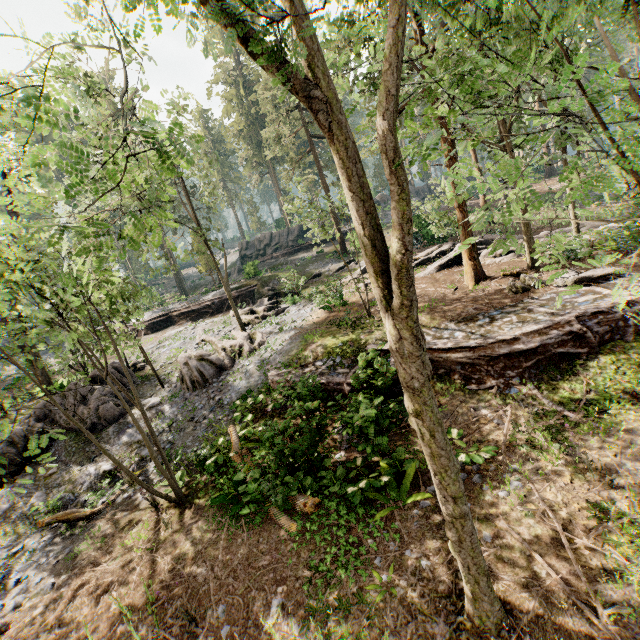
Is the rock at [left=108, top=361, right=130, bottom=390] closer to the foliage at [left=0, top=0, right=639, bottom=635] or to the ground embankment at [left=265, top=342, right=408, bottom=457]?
the foliage at [left=0, top=0, right=639, bottom=635]

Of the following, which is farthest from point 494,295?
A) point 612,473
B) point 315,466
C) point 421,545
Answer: point 421,545

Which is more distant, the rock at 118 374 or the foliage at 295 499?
the rock at 118 374

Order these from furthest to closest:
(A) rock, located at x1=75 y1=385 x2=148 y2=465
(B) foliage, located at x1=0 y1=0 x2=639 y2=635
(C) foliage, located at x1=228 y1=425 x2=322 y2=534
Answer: (A) rock, located at x1=75 y1=385 x2=148 y2=465 → (C) foliage, located at x1=228 y1=425 x2=322 y2=534 → (B) foliage, located at x1=0 y1=0 x2=639 y2=635

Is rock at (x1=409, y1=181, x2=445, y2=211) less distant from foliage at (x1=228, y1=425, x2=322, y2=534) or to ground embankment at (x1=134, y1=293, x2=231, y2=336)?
foliage at (x1=228, y1=425, x2=322, y2=534)

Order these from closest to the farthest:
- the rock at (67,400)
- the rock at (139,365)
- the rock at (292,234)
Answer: the rock at (67,400) < the rock at (139,365) < the rock at (292,234)

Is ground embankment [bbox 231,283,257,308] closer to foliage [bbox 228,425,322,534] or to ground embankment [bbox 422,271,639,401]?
foliage [bbox 228,425,322,534]
